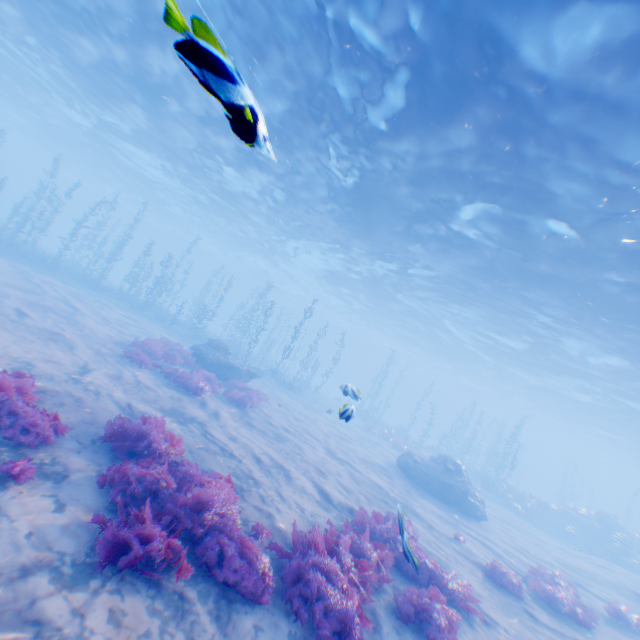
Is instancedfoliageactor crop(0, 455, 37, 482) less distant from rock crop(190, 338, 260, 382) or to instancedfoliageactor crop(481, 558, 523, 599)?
instancedfoliageactor crop(481, 558, 523, 599)

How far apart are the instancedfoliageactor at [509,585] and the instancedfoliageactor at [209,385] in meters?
11.2

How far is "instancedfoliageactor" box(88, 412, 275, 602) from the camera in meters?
4.2 m

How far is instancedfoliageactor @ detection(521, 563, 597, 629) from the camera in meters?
9.6

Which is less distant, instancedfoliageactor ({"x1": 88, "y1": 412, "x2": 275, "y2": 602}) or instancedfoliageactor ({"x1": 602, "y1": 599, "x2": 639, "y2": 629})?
instancedfoliageactor ({"x1": 88, "y1": 412, "x2": 275, "y2": 602})

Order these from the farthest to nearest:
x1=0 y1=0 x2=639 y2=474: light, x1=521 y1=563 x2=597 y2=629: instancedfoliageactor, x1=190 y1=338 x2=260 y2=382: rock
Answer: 1. x1=190 y1=338 x2=260 y2=382: rock
2. x1=521 y1=563 x2=597 y2=629: instancedfoliageactor
3. x1=0 y1=0 x2=639 y2=474: light

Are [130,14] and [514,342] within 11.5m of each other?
no

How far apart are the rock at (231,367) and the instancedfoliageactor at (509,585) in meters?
13.1
